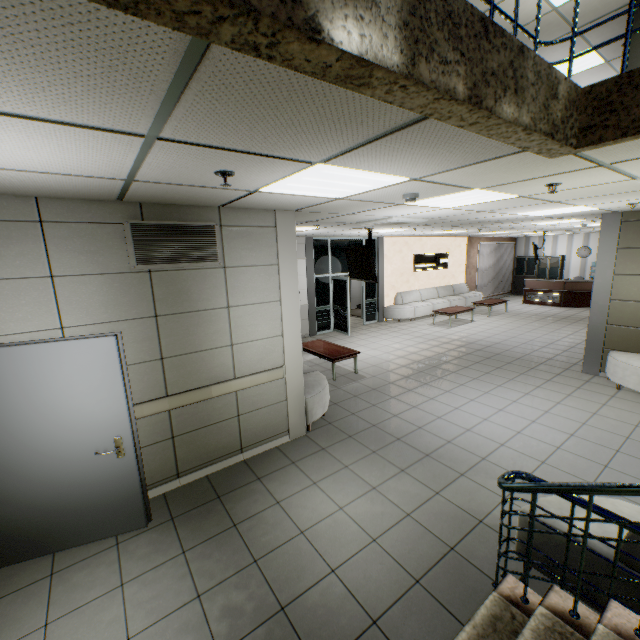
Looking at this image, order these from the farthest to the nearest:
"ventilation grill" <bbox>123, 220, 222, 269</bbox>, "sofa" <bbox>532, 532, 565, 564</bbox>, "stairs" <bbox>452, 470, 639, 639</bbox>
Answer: "ventilation grill" <bbox>123, 220, 222, 269</bbox> < "sofa" <bbox>532, 532, 565, 564</bbox> < "stairs" <bbox>452, 470, 639, 639</bbox>

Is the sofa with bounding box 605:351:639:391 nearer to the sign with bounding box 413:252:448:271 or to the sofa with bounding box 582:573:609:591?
the sofa with bounding box 582:573:609:591

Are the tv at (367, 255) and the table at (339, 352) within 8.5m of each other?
yes

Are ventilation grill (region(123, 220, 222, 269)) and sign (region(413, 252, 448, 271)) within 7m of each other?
no

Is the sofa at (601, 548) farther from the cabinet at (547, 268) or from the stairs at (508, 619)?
the cabinet at (547, 268)

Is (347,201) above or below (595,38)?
below

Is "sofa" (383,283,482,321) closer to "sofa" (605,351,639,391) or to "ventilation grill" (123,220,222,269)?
"sofa" (605,351,639,391)

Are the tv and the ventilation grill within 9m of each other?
yes
